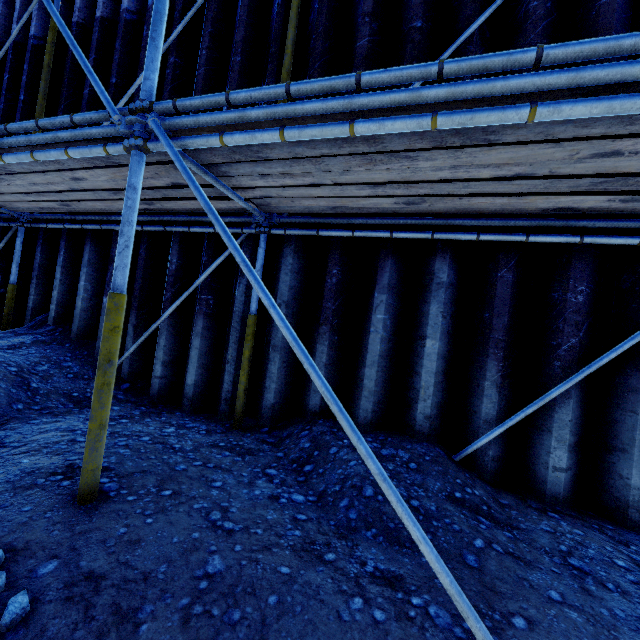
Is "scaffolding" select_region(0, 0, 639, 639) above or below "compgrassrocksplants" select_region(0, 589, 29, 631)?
above

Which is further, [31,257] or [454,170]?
[31,257]

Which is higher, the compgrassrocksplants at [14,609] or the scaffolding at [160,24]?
the scaffolding at [160,24]
